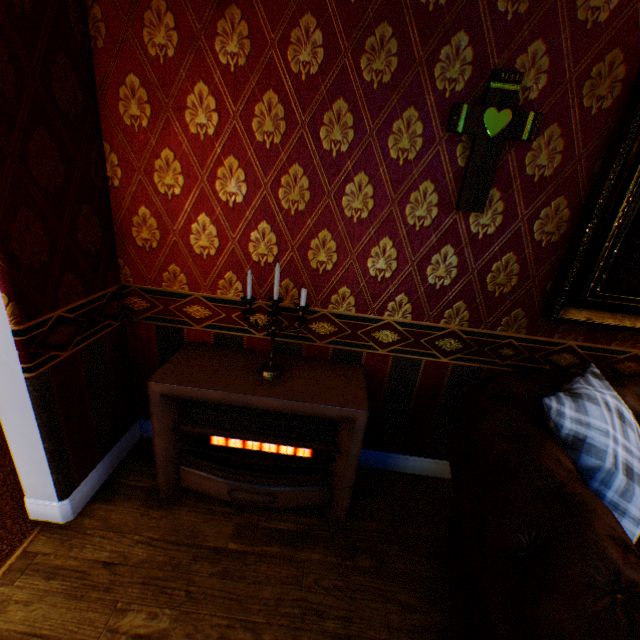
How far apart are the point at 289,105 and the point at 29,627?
2.74m

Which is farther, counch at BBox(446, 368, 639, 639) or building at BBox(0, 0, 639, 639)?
building at BBox(0, 0, 639, 639)

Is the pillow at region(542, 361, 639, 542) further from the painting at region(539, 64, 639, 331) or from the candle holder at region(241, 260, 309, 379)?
the candle holder at region(241, 260, 309, 379)

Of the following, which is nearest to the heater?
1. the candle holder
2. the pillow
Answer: the candle holder

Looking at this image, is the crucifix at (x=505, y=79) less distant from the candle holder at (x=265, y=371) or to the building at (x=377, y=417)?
the building at (x=377, y=417)

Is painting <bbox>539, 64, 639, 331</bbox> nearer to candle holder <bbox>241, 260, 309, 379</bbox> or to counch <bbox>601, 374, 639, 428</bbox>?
counch <bbox>601, 374, 639, 428</bbox>

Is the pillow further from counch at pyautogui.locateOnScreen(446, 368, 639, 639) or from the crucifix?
the crucifix

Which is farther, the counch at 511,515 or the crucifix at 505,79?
the crucifix at 505,79
